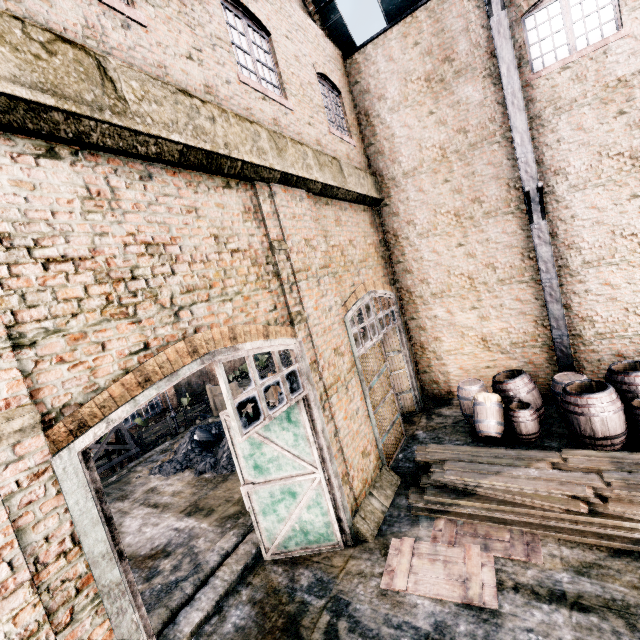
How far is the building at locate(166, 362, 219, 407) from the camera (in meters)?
32.88

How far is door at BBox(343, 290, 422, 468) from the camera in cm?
902

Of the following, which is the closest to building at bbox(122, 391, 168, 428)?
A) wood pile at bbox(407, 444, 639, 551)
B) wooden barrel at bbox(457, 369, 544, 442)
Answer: wood pile at bbox(407, 444, 639, 551)

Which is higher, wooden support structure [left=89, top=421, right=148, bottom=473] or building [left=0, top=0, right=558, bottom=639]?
building [left=0, top=0, right=558, bottom=639]

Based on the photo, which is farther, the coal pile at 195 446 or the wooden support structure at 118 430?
the wooden support structure at 118 430

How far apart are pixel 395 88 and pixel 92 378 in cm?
1265

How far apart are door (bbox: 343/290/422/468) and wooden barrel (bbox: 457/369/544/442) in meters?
1.7 m

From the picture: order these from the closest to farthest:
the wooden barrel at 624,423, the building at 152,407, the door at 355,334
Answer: the wooden barrel at 624,423 → the door at 355,334 → the building at 152,407
